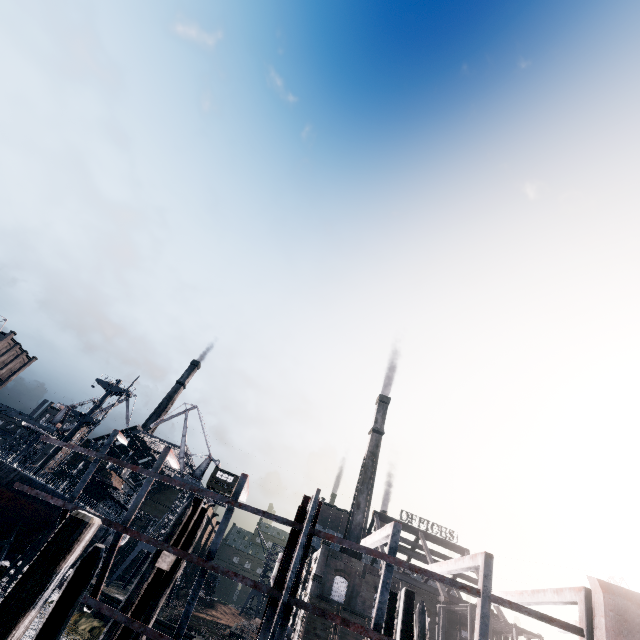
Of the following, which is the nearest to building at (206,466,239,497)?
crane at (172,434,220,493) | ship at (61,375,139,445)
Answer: crane at (172,434,220,493)

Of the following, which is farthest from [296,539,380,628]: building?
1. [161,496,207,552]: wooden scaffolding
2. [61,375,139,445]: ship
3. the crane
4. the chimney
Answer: [161,496,207,552]: wooden scaffolding

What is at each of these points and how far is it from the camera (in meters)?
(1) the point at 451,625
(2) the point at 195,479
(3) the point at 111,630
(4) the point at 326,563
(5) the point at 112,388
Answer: (1) building, 44.47
(2) crane, 54.22
(3) wooden scaffolding, 9.17
(4) building, 46.81
(5) ship, 54.00

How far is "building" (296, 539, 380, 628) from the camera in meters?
44.1 m

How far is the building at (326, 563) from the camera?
44.06m

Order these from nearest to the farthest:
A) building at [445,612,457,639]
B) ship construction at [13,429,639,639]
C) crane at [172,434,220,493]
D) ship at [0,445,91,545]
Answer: ship construction at [13,429,639,639] → ship at [0,445,91,545] → building at [445,612,457,639] → crane at [172,434,220,493]

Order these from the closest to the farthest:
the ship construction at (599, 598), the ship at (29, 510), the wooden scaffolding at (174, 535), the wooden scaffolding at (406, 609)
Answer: the ship construction at (599, 598), the wooden scaffolding at (406, 609), the wooden scaffolding at (174, 535), the ship at (29, 510)

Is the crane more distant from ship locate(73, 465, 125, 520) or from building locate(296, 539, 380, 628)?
building locate(296, 539, 380, 628)
